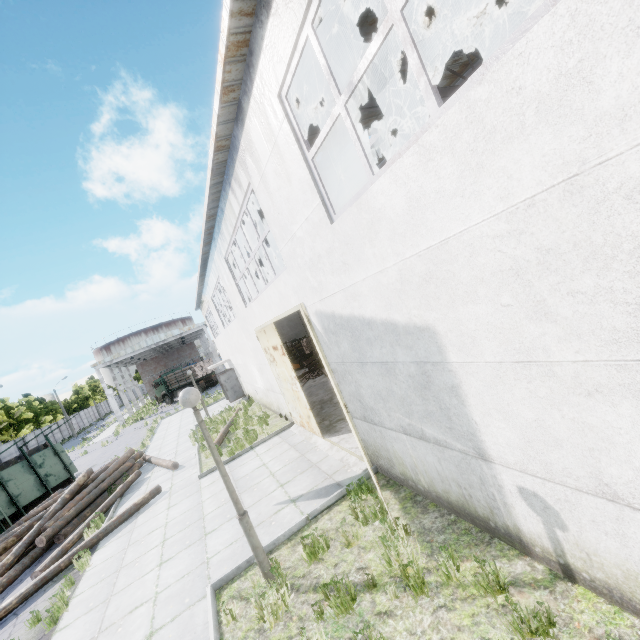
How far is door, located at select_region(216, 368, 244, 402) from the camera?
23.0 meters

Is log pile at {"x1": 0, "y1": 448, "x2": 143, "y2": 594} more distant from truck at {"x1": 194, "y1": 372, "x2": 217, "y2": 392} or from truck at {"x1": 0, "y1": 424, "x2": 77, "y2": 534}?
truck at {"x1": 194, "y1": 372, "x2": 217, "y2": 392}

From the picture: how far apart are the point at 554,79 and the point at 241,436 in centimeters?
1458cm

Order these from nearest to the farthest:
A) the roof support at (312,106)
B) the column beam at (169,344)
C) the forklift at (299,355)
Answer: the roof support at (312,106)
the forklift at (299,355)
the column beam at (169,344)

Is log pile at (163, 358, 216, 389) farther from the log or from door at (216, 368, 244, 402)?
the log

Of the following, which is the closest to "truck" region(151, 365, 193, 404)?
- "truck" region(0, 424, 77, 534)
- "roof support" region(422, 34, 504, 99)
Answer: "truck" region(0, 424, 77, 534)

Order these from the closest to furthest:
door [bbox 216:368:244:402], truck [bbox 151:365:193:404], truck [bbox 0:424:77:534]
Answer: truck [bbox 0:424:77:534] < door [bbox 216:368:244:402] < truck [bbox 151:365:193:404]

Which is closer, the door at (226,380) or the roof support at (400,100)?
the roof support at (400,100)
